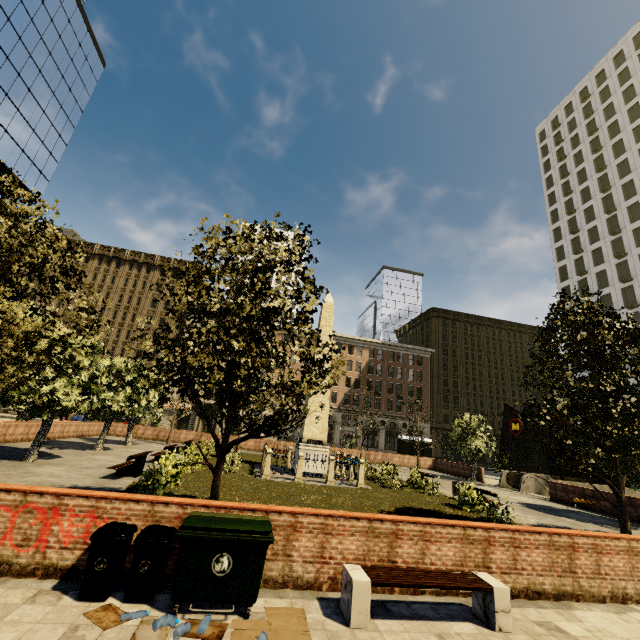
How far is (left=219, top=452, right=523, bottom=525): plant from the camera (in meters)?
11.88

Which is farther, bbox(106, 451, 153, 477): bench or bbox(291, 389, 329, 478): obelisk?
bbox(291, 389, 329, 478): obelisk

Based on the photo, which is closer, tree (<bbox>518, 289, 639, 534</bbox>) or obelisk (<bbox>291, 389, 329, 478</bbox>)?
tree (<bbox>518, 289, 639, 534</bbox>)

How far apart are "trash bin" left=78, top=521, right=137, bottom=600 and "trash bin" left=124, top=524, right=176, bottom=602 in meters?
0.1

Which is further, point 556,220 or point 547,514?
point 556,220

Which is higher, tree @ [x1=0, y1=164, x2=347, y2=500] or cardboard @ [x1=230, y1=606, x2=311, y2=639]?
tree @ [x1=0, y1=164, x2=347, y2=500]

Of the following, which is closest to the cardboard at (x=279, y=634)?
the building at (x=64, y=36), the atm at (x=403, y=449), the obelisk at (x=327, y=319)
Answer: the obelisk at (x=327, y=319)

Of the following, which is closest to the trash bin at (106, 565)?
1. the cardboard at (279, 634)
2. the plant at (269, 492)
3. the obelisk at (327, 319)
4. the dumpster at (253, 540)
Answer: the dumpster at (253, 540)
